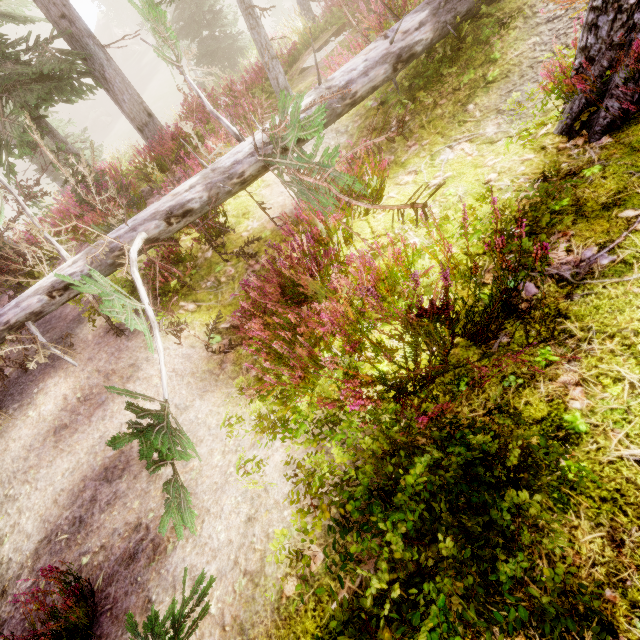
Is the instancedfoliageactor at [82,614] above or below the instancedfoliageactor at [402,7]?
above

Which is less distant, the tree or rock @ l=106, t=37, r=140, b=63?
the tree

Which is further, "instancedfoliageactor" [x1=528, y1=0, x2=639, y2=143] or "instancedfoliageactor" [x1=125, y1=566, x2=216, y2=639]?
"instancedfoliageactor" [x1=528, y1=0, x2=639, y2=143]

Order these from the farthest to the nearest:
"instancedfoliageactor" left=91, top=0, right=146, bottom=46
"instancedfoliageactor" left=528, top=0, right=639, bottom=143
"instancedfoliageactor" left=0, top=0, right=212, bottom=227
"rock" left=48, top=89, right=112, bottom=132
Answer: "instancedfoliageactor" left=91, top=0, right=146, bottom=46
"rock" left=48, top=89, right=112, bottom=132
"instancedfoliageactor" left=0, top=0, right=212, bottom=227
"instancedfoliageactor" left=528, top=0, right=639, bottom=143

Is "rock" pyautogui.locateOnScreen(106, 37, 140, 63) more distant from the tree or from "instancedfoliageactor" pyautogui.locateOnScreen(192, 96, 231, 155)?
the tree

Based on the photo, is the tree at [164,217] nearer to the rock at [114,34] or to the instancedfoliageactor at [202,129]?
the instancedfoliageactor at [202,129]

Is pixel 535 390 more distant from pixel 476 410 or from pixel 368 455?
pixel 368 455
